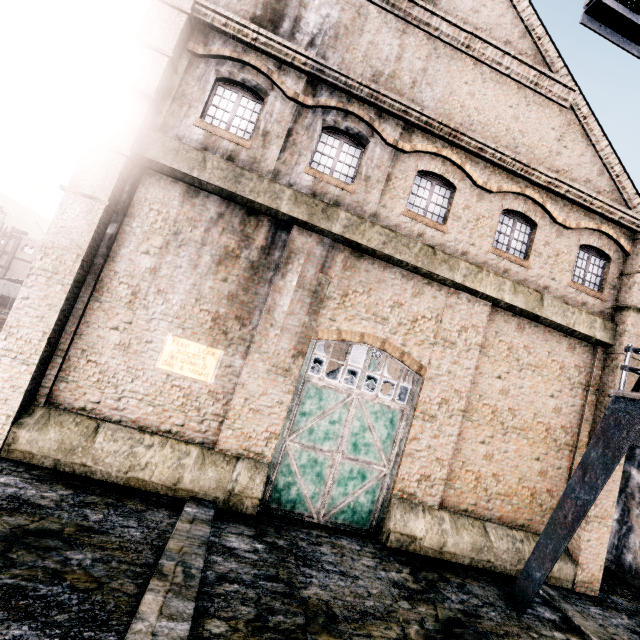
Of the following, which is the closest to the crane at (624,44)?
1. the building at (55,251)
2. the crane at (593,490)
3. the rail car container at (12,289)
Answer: the crane at (593,490)

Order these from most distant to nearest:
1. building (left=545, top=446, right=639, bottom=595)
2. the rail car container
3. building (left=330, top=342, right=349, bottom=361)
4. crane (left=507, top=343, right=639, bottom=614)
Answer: building (left=330, top=342, right=349, bottom=361) < the rail car container < building (left=545, top=446, right=639, bottom=595) < crane (left=507, top=343, right=639, bottom=614)

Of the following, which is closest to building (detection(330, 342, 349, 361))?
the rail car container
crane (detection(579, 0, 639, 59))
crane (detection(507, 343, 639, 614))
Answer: crane (detection(507, 343, 639, 614))

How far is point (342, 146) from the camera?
11.6m

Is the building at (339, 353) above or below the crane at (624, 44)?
below

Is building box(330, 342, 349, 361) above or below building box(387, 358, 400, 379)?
above

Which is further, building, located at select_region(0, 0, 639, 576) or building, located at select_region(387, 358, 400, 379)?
building, located at select_region(387, 358, 400, 379)

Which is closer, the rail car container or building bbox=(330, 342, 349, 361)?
the rail car container
